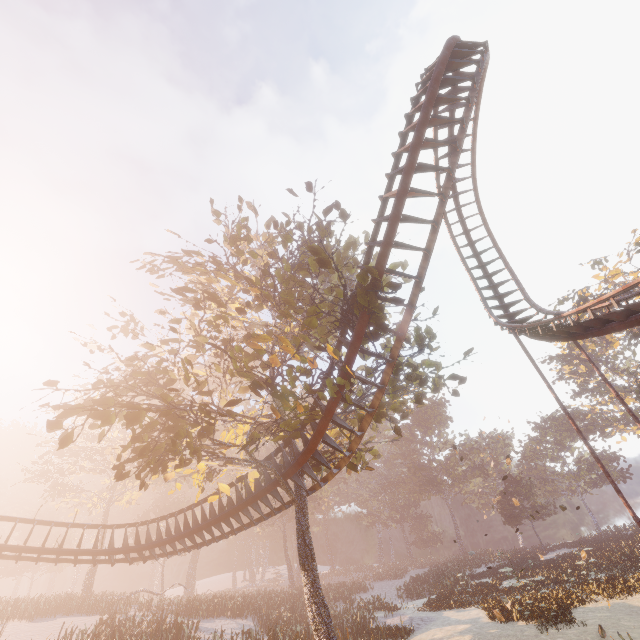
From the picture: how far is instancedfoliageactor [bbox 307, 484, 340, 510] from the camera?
49.00m

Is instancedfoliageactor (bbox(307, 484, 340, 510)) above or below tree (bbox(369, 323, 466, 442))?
above

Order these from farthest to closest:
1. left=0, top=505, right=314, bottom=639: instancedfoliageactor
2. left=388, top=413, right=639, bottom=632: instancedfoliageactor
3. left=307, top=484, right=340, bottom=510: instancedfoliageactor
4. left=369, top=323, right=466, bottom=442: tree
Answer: left=307, top=484, right=340, bottom=510: instancedfoliageactor
left=388, top=413, right=639, bottom=632: instancedfoliageactor
left=0, top=505, right=314, bottom=639: instancedfoliageactor
left=369, top=323, right=466, bottom=442: tree

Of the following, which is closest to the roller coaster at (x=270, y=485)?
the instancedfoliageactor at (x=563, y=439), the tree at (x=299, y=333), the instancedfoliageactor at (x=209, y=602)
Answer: the tree at (x=299, y=333)

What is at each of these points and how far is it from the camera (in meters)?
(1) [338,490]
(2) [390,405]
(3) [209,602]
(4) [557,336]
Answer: (1) instancedfoliageactor, 55.12
(2) tree, 14.66
(3) instancedfoliageactor, 28.83
(4) roller coaster, 13.94

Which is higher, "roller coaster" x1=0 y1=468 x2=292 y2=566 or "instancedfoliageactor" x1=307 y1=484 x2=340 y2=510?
"instancedfoliageactor" x1=307 y1=484 x2=340 y2=510

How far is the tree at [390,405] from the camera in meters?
11.6 m
